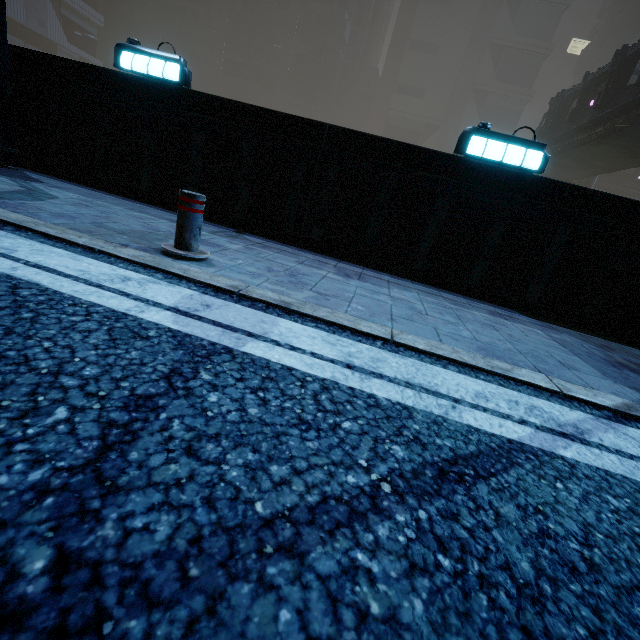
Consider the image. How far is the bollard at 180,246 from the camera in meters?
2.9

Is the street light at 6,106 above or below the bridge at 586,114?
below

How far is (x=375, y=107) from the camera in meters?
56.1 m

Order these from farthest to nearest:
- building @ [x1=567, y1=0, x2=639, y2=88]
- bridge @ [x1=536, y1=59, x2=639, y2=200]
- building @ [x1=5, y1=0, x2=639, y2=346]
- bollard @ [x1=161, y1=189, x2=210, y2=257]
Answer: building @ [x1=567, y1=0, x2=639, y2=88]
bridge @ [x1=536, y1=59, x2=639, y2=200]
building @ [x1=5, y1=0, x2=639, y2=346]
bollard @ [x1=161, y1=189, x2=210, y2=257]

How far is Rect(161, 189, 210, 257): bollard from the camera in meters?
2.9

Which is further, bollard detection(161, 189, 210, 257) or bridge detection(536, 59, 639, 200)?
bridge detection(536, 59, 639, 200)

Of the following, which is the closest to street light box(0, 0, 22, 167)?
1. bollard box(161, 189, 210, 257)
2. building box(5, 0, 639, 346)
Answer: Answer: building box(5, 0, 639, 346)
